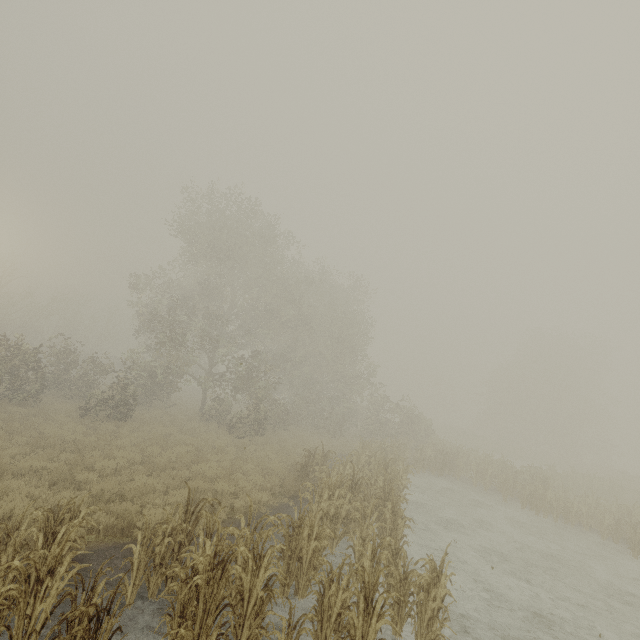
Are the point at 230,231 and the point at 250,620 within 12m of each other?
no
